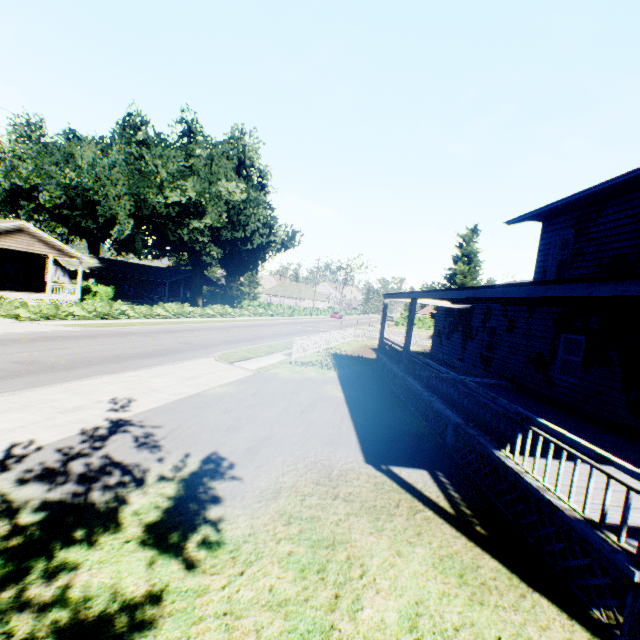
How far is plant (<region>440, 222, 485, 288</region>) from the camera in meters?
42.3 m

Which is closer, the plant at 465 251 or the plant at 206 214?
the plant at 206 214

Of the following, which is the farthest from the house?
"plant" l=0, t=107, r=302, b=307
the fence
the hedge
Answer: the hedge

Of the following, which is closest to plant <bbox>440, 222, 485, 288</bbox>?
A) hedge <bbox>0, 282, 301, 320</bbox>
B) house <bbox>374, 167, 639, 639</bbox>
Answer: house <bbox>374, 167, 639, 639</bbox>

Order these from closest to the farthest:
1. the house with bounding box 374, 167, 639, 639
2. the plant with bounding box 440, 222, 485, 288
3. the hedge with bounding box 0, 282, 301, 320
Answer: the house with bounding box 374, 167, 639, 639 → the hedge with bounding box 0, 282, 301, 320 → the plant with bounding box 440, 222, 485, 288

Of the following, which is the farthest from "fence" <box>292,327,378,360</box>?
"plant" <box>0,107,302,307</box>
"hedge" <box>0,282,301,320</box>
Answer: "hedge" <box>0,282,301,320</box>

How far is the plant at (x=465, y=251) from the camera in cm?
4234

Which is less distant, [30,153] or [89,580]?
[89,580]
